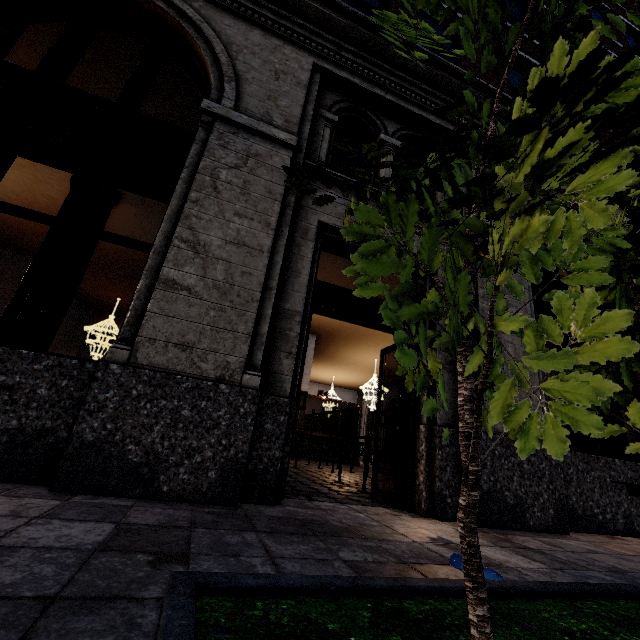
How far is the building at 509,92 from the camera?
6.6 meters

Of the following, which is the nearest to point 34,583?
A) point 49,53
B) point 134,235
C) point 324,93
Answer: point 49,53

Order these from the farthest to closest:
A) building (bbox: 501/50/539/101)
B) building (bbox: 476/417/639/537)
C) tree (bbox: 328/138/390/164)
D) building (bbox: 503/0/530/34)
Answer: building (bbox: 503/0/530/34), building (bbox: 501/50/539/101), building (bbox: 476/417/639/537), tree (bbox: 328/138/390/164)

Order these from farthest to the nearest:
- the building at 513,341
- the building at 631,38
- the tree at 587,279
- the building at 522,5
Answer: the building at 631,38, the building at 522,5, the building at 513,341, the tree at 587,279

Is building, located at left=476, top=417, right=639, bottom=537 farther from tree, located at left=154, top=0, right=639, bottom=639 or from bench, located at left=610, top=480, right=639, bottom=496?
tree, located at left=154, top=0, right=639, bottom=639

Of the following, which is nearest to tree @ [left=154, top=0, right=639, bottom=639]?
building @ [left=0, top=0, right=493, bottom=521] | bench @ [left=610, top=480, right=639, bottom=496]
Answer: building @ [left=0, top=0, right=493, bottom=521]
